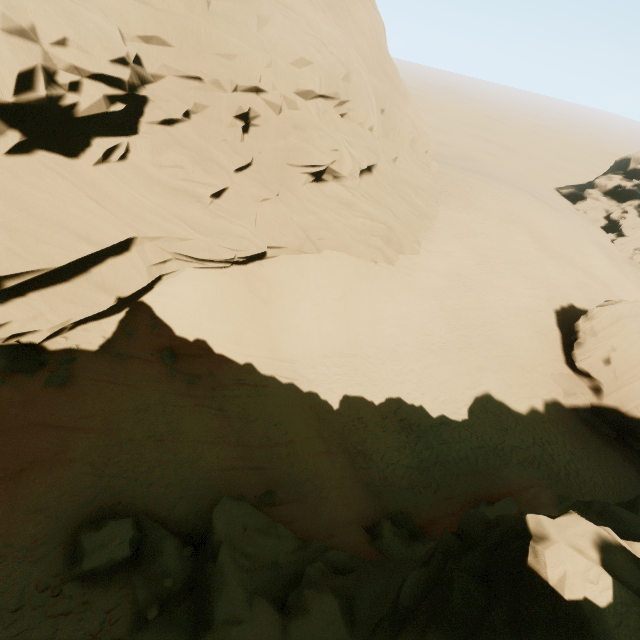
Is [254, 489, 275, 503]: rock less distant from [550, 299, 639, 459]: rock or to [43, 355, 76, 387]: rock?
[43, 355, 76, 387]: rock

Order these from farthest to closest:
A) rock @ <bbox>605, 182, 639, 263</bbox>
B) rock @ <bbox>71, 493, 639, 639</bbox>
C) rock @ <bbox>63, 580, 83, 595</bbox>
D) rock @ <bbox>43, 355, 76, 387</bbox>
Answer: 1. rock @ <bbox>605, 182, 639, 263</bbox>
2. rock @ <bbox>43, 355, 76, 387</bbox>
3. rock @ <bbox>63, 580, 83, 595</bbox>
4. rock @ <bbox>71, 493, 639, 639</bbox>

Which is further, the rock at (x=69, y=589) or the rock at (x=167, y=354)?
the rock at (x=167, y=354)

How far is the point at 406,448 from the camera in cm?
1745

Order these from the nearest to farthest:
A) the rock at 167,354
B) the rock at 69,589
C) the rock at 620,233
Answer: the rock at 69,589 < the rock at 167,354 < the rock at 620,233

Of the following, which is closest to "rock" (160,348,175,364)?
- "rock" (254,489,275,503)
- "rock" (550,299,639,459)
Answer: "rock" (254,489,275,503)
